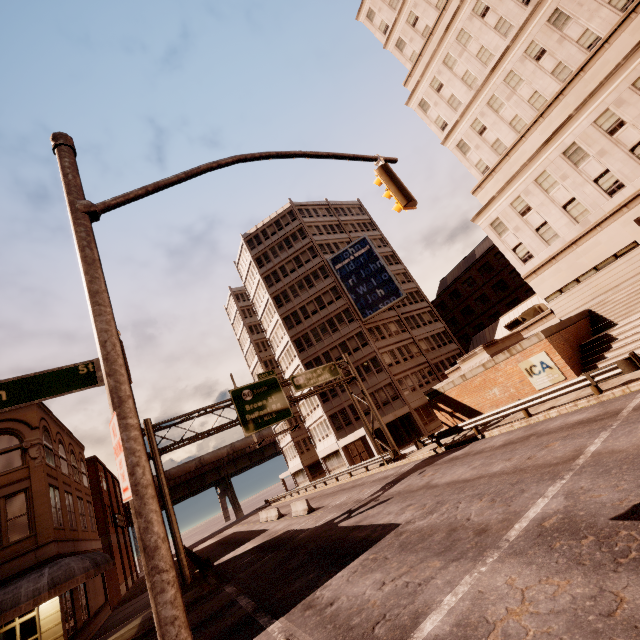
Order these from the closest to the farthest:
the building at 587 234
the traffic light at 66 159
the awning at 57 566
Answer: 1. the traffic light at 66 159
2. the awning at 57 566
3. the building at 587 234

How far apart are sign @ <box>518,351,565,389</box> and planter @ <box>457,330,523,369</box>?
2.6 meters

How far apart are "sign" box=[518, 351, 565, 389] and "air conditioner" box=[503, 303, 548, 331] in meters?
12.7

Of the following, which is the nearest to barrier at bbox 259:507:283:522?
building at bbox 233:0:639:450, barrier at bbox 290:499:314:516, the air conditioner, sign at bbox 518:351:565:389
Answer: barrier at bbox 290:499:314:516

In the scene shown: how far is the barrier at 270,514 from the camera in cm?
3082

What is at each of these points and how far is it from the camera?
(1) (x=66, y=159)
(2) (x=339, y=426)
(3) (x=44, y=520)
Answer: (1) traffic light, 5.2m
(2) building, 39.9m
(3) building, 16.8m

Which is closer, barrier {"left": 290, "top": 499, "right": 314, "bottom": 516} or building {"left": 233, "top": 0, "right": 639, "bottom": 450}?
building {"left": 233, "top": 0, "right": 639, "bottom": 450}

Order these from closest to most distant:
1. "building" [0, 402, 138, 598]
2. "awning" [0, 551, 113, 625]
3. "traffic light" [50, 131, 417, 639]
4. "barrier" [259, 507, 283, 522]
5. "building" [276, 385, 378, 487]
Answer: "traffic light" [50, 131, 417, 639] < "awning" [0, 551, 113, 625] < "building" [0, 402, 138, 598] < "barrier" [259, 507, 283, 522] < "building" [276, 385, 378, 487]
